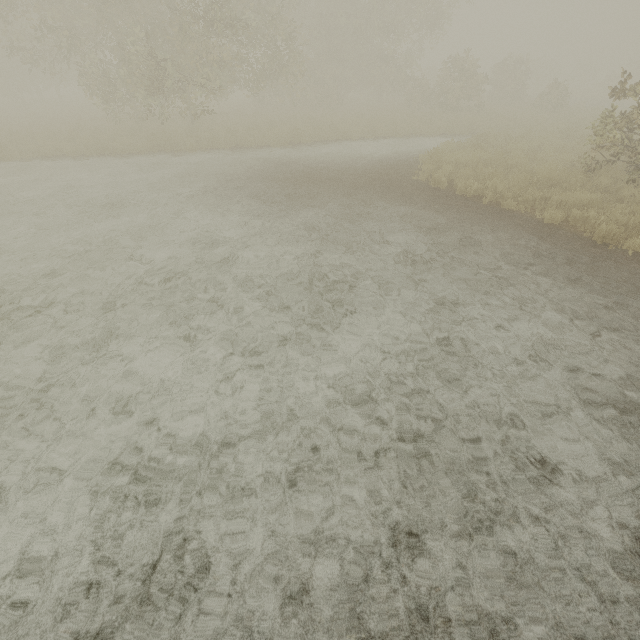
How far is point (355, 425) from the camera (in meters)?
3.53
